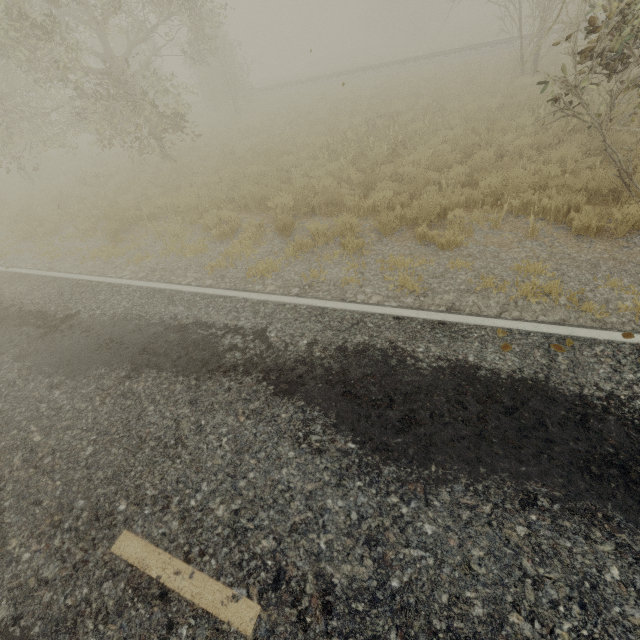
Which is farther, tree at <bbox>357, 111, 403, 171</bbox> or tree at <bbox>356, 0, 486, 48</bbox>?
tree at <bbox>356, 0, 486, 48</bbox>

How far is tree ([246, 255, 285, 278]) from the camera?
6.2m

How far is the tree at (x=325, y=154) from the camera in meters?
9.7 m

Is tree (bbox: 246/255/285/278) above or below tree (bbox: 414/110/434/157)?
below

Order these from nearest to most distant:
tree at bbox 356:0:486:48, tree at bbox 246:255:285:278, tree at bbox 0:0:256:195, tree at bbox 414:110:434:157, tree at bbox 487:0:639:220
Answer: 1. tree at bbox 487:0:639:220
2. tree at bbox 246:255:285:278
3. tree at bbox 0:0:256:195
4. tree at bbox 414:110:434:157
5. tree at bbox 356:0:486:48

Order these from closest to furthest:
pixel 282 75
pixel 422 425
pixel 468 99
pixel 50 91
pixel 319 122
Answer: pixel 422 425, pixel 50 91, pixel 468 99, pixel 319 122, pixel 282 75

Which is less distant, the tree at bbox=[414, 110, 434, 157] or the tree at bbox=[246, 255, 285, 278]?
the tree at bbox=[246, 255, 285, 278]
